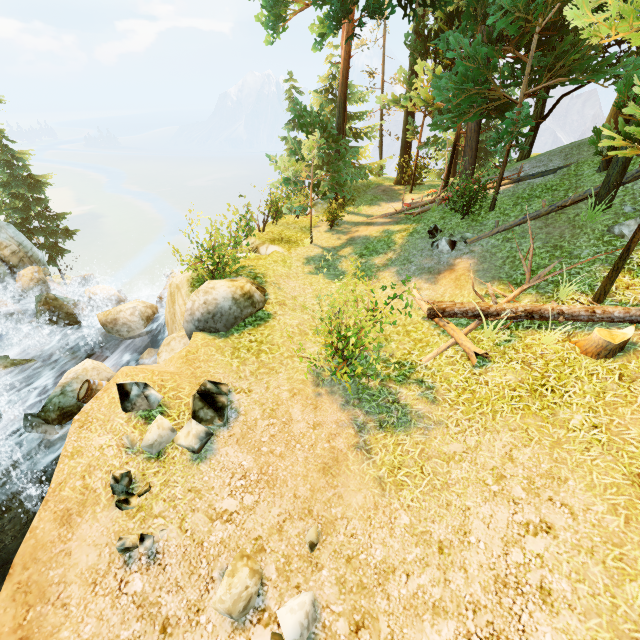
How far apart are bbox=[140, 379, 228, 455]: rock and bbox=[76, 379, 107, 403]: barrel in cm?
412

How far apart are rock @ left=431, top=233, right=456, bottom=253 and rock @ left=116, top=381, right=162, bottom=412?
9.7 meters

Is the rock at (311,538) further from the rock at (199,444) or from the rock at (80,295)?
the rock at (80,295)

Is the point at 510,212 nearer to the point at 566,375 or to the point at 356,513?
the point at 566,375

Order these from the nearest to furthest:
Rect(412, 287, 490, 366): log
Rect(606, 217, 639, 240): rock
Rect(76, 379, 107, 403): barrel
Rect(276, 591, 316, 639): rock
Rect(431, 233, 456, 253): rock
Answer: Rect(276, 591, 316, 639): rock → Rect(412, 287, 490, 366): log → Rect(606, 217, 639, 240): rock → Rect(76, 379, 107, 403): barrel → Rect(431, 233, 456, 253): rock

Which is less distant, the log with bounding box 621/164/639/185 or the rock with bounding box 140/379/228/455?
the rock with bounding box 140/379/228/455

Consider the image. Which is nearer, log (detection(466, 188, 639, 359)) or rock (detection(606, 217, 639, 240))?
log (detection(466, 188, 639, 359))

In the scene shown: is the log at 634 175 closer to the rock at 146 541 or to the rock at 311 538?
the rock at 311 538
